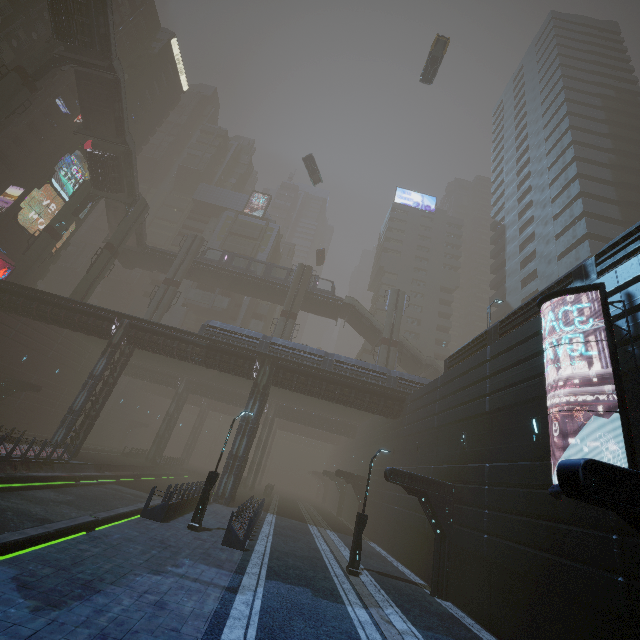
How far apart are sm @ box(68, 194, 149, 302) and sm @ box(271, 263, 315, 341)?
20.8m

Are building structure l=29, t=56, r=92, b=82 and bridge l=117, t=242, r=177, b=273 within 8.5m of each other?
no

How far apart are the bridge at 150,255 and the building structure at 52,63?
19.2 meters

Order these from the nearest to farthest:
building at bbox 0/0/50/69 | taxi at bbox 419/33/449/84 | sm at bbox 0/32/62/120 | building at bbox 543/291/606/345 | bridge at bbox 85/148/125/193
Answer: building at bbox 543/291/606/345, sm at bbox 0/32/62/120, taxi at bbox 419/33/449/84, building at bbox 0/0/50/69, bridge at bbox 85/148/125/193

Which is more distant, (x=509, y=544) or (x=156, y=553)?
(x=509, y=544)

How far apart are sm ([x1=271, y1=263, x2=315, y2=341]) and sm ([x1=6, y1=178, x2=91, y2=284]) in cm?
2821

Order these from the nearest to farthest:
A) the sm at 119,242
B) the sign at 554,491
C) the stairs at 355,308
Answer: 1. the sign at 554,491
2. the sm at 119,242
3. the stairs at 355,308

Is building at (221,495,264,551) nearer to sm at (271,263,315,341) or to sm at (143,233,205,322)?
sm at (143,233,205,322)
